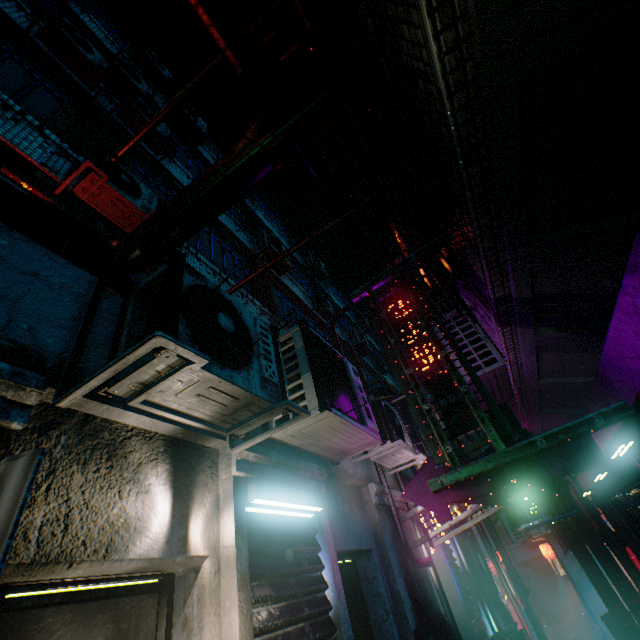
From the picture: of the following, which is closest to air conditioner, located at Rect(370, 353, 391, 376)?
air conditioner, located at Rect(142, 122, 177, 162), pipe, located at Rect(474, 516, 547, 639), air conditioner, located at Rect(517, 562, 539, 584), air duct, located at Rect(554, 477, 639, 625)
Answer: air duct, located at Rect(554, 477, 639, 625)

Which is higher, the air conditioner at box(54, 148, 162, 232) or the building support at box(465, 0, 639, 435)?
the air conditioner at box(54, 148, 162, 232)

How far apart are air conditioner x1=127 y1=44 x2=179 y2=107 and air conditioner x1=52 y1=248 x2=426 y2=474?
9.8m

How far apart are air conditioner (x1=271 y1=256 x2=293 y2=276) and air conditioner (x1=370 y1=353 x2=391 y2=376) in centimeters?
750cm

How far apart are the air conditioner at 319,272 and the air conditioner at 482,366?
9.8m

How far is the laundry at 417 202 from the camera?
A: 2.3m

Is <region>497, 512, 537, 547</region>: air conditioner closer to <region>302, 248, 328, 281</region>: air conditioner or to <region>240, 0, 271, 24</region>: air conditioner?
<region>302, 248, 328, 281</region>: air conditioner

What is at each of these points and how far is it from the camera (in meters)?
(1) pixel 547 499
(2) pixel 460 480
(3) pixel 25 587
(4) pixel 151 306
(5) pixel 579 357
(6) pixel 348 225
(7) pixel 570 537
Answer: (1) air duct, 7.53
(2) sign, 1.79
(3) fluorescent light, 1.27
(4) air conditioner, 1.84
(5) building support, 3.09
(6) air duct, 5.46
(7) air duct, 7.04
